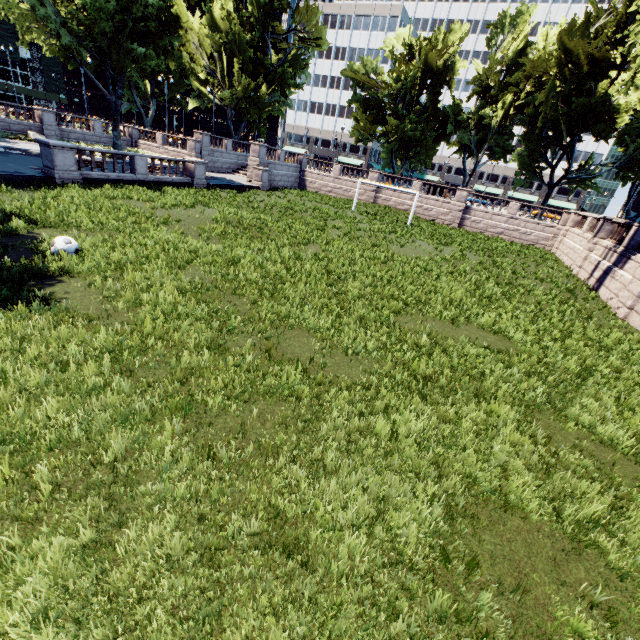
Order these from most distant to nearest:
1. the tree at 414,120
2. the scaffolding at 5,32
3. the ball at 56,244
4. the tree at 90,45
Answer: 1. the scaffolding at 5,32
2. the tree at 414,120
3. the tree at 90,45
4. the ball at 56,244

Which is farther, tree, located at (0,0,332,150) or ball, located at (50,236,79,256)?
tree, located at (0,0,332,150)

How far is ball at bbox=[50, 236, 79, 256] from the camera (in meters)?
9.25

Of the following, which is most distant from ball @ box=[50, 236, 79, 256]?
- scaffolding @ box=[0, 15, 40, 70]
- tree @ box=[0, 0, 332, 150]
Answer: scaffolding @ box=[0, 15, 40, 70]

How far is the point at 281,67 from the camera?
41.8m

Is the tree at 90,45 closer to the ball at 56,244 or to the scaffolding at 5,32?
the ball at 56,244

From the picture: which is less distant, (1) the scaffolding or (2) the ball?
(2) the ball
